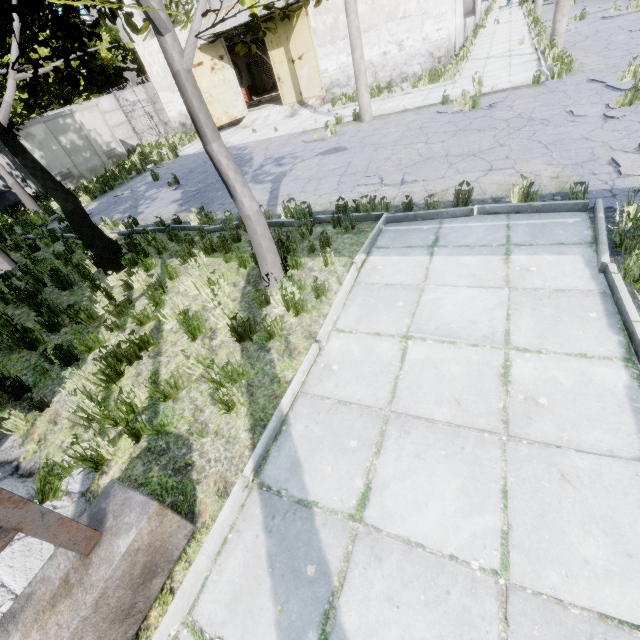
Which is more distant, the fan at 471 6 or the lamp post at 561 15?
the fan at 471 6

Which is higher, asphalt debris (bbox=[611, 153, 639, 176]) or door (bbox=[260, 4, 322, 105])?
door (bbox=[260, 4, 322, 105])

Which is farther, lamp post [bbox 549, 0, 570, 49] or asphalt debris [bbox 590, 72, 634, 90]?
lamp post [bbox 549, 0, 570, 49]

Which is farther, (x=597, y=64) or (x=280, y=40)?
(x=280, y=40)

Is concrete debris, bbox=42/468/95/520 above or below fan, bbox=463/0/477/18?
below

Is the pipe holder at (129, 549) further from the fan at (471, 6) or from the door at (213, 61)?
the fan at (471, 6)

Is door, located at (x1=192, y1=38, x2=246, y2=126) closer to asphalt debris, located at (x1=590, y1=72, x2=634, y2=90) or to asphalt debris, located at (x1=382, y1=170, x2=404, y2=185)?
asphalt debris, located at (x1=382, y1=170, x2=404, y2=185)

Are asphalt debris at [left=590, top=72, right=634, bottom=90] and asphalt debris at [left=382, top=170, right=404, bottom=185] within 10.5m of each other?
yes
